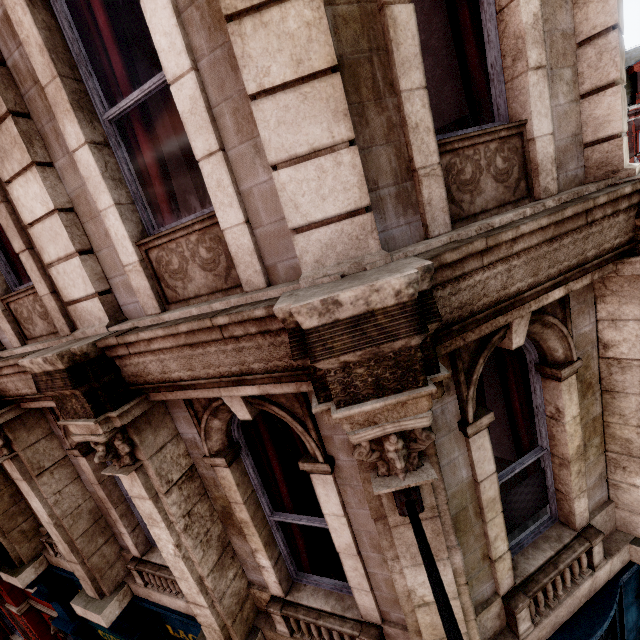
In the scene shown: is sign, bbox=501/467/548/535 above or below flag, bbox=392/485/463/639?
below

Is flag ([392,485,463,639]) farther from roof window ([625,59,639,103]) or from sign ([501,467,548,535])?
roof window ([625,59,639,103])

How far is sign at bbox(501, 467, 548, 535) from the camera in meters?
3.2 m

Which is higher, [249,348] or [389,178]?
[389,178]

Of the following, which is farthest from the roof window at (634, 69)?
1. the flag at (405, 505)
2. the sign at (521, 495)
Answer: the flag at (405, 505)

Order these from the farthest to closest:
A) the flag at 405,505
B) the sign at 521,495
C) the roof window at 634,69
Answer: the roof window at 634,69 < the sign at 521,495 < the flag at 405,505

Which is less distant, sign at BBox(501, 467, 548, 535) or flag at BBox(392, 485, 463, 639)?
flag at BBox(392, 485, 463, 639)

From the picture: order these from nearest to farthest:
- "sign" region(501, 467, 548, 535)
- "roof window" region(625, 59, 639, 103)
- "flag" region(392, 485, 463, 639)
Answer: "flag" region(392, 485, 463, 639), "sign" region(501, 467, 548, 535), "roof window" region(625, 59, 639, 103)
